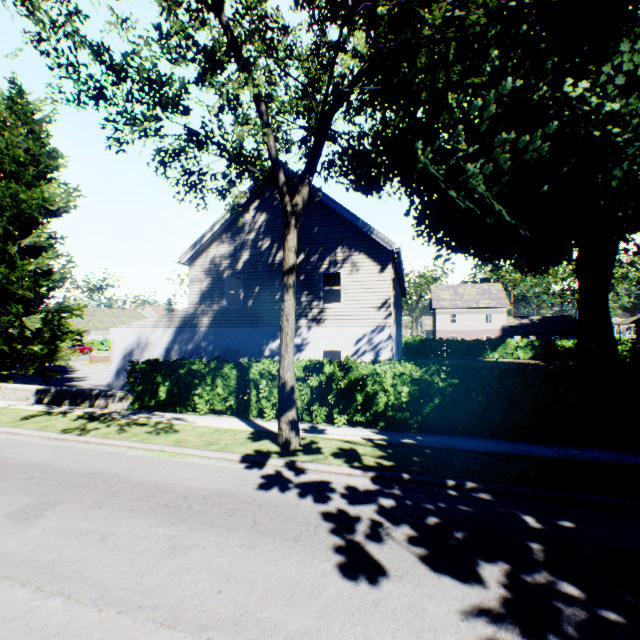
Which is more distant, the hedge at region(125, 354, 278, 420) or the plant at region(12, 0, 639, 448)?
the hedge at region(125, 354, 278, 420)

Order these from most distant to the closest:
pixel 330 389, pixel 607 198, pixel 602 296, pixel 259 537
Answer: pixel 602 296 → pixel 607 198 → pixel 330 389 → pixel 259 537

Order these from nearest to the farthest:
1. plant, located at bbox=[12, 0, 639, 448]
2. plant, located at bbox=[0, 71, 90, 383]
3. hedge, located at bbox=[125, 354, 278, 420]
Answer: plant, located at bbox=[12, 0, 639, 448] < hedge, located at bbox=[125, 354, 278, 420] < plant, located at bbox=[0, 71, 90, 383]

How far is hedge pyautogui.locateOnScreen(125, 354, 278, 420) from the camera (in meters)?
11.88

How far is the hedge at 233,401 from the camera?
11.88m

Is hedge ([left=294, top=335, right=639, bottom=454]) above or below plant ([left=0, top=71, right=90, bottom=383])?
below

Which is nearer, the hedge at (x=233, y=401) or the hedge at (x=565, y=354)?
the hedge at (x=565, y=354)

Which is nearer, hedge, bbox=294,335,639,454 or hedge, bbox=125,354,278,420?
hedge, bbox=294,335,639,454
